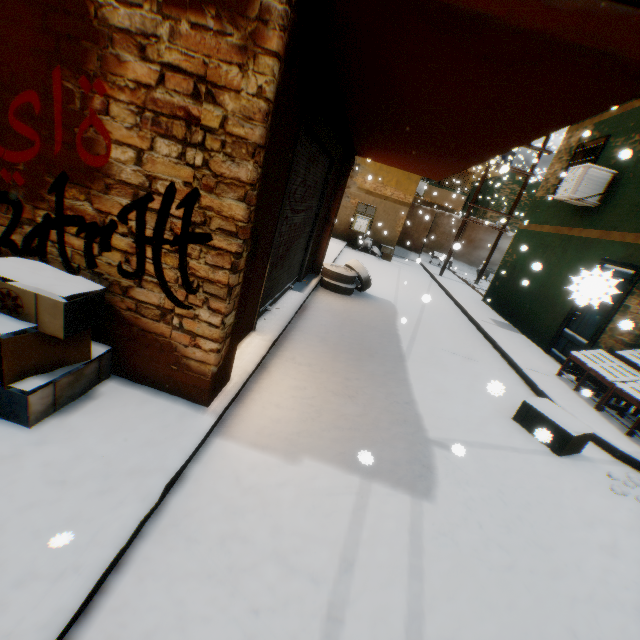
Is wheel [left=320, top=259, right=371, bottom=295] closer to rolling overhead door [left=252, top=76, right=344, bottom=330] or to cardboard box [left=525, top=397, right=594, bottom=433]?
rolling overhead door [left=252, top=76, right=344, bottom=330]

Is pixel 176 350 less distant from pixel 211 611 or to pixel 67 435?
pixel 67 435

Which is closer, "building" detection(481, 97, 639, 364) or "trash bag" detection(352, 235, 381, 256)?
"building" detection(481, 97, 639, 364)

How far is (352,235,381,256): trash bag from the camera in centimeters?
1731cm

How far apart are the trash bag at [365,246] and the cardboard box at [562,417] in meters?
13.2

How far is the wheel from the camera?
8.3 meters

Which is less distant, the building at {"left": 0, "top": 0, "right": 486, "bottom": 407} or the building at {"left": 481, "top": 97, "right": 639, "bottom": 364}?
the building at {"left": 0, "top": 0, "right": 486, "bottom": 407}

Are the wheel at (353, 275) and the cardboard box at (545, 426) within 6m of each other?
yes
